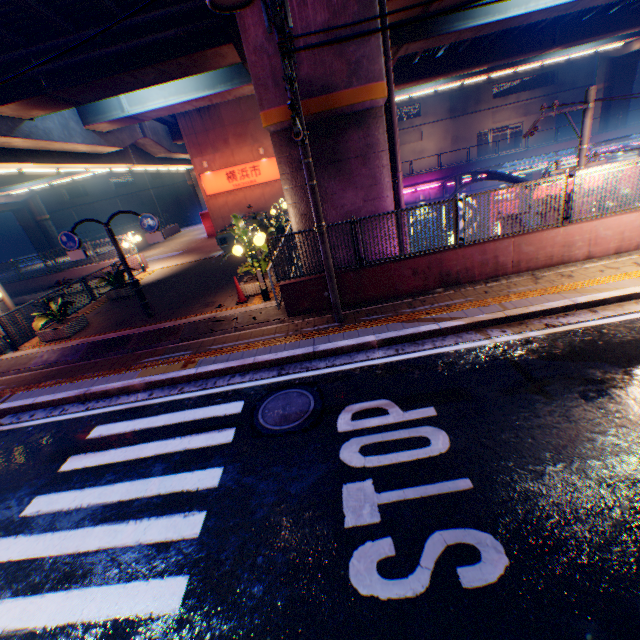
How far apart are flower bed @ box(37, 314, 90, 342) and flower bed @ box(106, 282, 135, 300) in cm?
271

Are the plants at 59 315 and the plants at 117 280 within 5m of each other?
yes

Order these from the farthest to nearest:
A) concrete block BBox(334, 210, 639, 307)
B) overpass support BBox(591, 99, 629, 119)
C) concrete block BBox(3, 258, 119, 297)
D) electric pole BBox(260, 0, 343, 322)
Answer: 1. overpass support BBox(591, 99, 629, 119)
2. concrete block BBox(3, 258, 119, 297)
3. concrete block BBox(334, 210, 639, 307)
4. electric pole BBox(260, 0, 343, 322)

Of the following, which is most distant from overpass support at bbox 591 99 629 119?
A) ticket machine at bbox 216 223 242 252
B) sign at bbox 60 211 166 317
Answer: ticket machine at bbox 216 223 242 252

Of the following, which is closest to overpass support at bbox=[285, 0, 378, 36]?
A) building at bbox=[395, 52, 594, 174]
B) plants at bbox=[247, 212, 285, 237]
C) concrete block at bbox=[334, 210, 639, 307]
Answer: concrete block at bbox=[334, 210, 639, 307]

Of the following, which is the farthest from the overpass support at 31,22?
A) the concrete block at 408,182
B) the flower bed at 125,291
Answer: the concrete block at 408,182

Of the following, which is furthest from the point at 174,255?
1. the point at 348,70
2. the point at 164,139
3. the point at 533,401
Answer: the point at 533,401

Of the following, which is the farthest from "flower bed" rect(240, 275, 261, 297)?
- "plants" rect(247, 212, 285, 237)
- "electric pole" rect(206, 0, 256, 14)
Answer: "electric pole" rect(206, 0, 256, 14)
